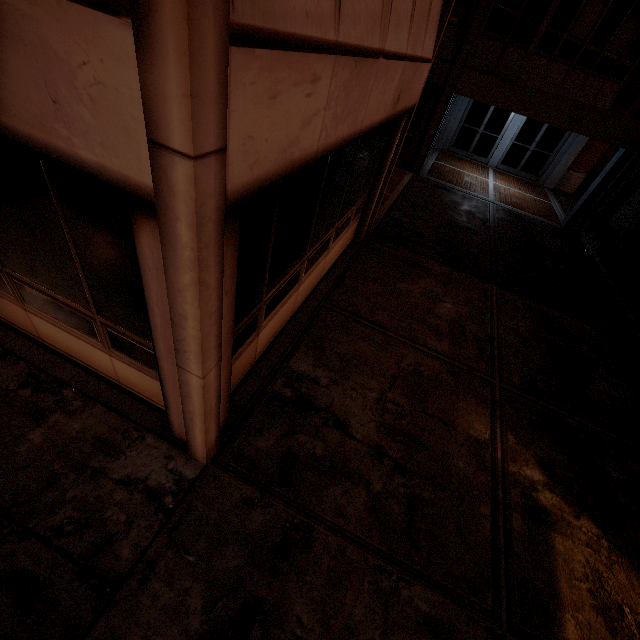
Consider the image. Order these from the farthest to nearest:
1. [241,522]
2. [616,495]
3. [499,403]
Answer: [499,403] → [616,495] → [241,522]
